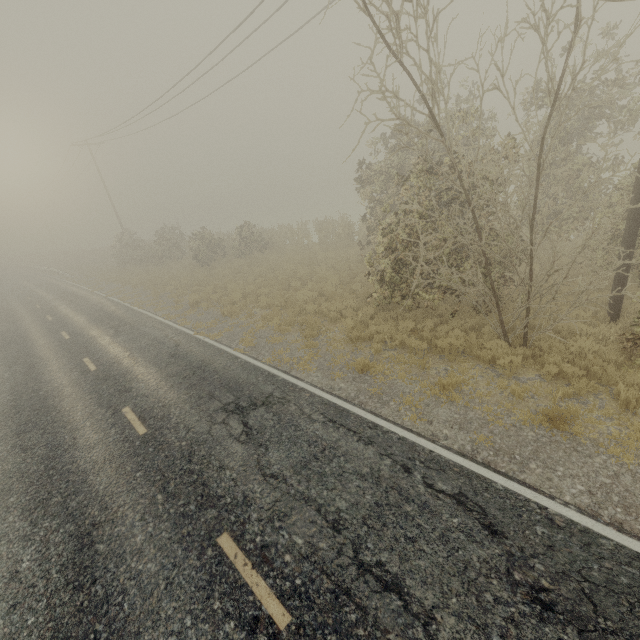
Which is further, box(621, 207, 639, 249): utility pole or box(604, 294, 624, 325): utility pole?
box(604, 294, 624, 325): utility pole

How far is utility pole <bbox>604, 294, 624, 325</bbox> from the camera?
8.60m

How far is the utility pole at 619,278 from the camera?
8.4m

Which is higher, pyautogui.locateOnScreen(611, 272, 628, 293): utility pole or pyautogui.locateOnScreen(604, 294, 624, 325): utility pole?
pyautogui.locateOnScreen(611, 272, 628, 293): utility pole

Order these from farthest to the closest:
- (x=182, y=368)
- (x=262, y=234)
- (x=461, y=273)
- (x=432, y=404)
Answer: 1. (x=262, y=234)
2. (x=182, y=368)
3. (x=461, y=273)
4. (x=432, y=404)
